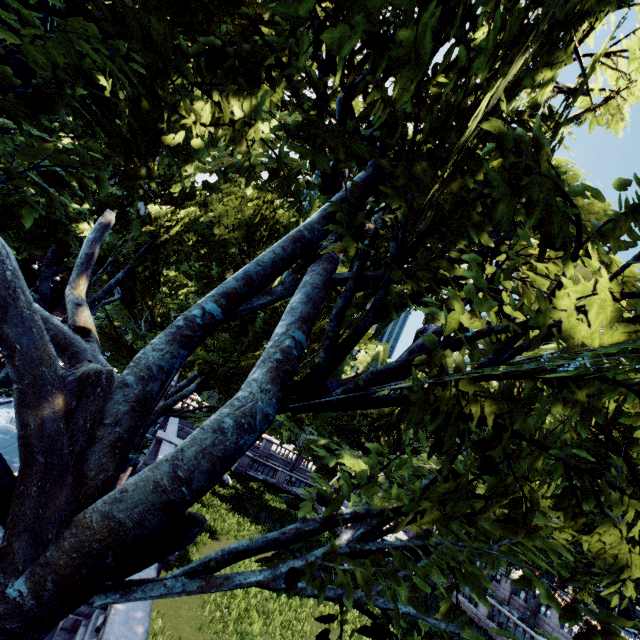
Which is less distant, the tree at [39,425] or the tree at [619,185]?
the tree at [39,425]

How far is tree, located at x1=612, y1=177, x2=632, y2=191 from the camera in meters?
3.1 m

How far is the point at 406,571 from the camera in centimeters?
299cm

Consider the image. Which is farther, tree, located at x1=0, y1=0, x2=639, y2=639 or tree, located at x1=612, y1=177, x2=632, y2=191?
tree, located at x1=612, y1=177, x2=632, y2=191

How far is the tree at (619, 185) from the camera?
3.08m
